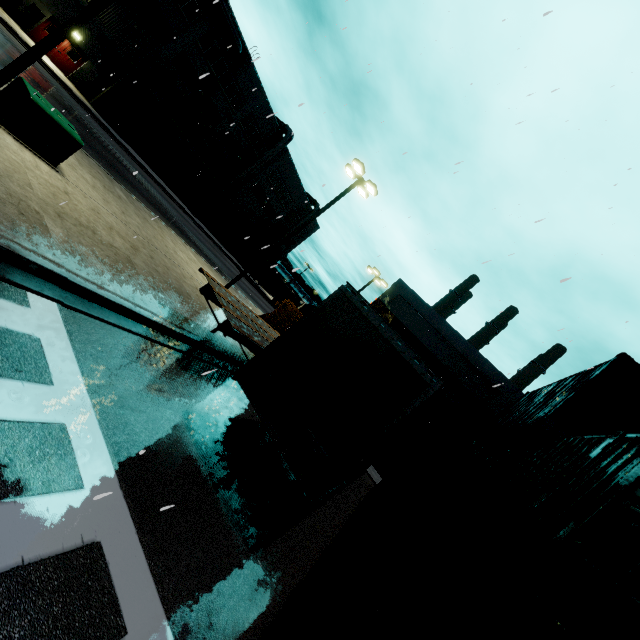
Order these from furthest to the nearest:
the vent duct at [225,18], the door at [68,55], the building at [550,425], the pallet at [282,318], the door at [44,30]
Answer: the vent duct at [225,18], the door at [68,55], the door at [44,30], the building at [550,425], the pallet at [282,318]

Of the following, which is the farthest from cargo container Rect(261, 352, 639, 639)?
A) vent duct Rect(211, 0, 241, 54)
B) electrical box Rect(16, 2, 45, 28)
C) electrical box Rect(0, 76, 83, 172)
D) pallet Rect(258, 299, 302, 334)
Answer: electrical box Rect(0, 76, 83, 172)

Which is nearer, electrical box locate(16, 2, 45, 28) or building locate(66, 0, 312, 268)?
electrical box locate(16, 2, 45, 28)

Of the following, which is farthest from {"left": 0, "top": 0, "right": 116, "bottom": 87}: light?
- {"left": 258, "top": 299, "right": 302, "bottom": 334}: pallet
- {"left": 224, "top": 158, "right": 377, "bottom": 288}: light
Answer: {"left": 258, "top": 299, "right": 302, "bottom": 334}: pallet

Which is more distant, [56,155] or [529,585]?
[56,155]

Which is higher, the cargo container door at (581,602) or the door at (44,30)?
the cargo container door at (581,602)

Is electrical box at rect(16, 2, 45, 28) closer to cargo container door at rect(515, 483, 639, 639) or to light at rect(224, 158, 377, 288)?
light at rect(224, 158, 377, 288)

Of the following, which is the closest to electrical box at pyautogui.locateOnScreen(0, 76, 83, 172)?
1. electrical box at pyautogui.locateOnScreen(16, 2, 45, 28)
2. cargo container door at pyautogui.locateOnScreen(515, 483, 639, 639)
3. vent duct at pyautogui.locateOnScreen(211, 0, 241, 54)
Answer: cargo container door at pyautogui.locateOnScreen(515, 483, 639, 639)
